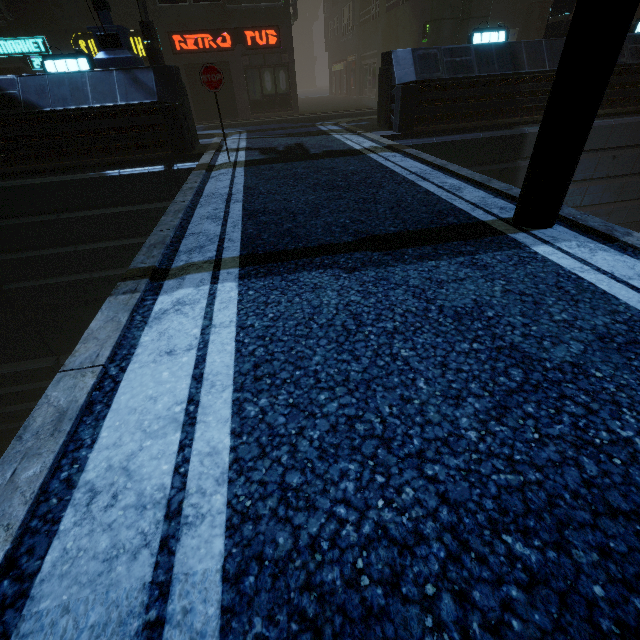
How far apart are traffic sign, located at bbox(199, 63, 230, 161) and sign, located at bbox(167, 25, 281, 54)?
12.63m

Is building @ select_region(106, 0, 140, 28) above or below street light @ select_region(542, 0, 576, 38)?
above

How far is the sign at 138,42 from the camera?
15.0 meters

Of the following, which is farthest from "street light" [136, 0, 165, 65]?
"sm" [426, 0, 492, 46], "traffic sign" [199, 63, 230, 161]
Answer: "sm" [426, 0, 492, 46]

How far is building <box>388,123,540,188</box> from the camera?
9.6 meters

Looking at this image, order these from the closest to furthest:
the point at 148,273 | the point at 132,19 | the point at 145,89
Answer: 1. the point at 148,273
2. the point at 145,89
3. the point at 132,19

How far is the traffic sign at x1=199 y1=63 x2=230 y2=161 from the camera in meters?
6.6

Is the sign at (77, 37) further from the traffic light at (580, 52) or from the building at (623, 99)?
the traffic light at (580, 52)
